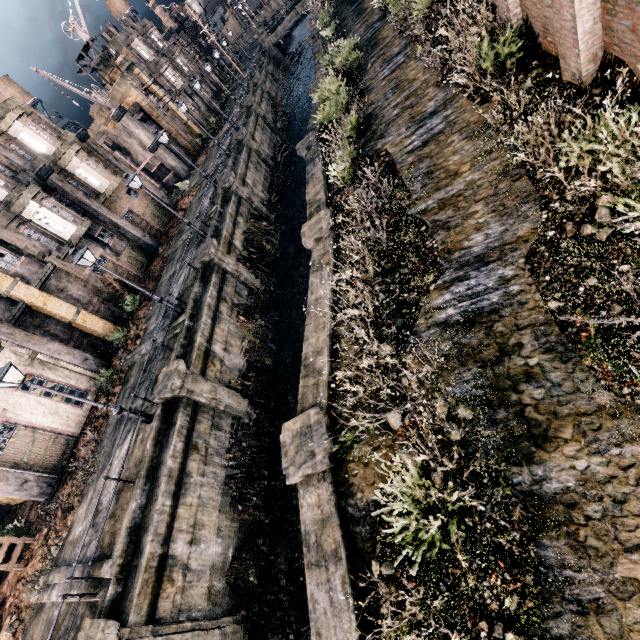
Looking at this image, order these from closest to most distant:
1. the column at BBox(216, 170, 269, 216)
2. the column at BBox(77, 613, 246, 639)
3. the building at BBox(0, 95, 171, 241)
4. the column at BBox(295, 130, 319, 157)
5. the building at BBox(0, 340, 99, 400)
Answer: the column at BBox(77, 613, 246, 639) → the building at BBox(0, 340, 99, 400) → the column at BBox(295, 130, 319, 157) → the building at BBox(0, 95, 171, 241) → the column at BBox(216, 170, 269, 216)

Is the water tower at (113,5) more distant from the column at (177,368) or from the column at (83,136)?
the column at (177,368)

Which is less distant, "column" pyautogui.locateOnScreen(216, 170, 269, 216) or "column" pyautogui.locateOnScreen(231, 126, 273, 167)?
"column" pyautogui.locateOnScreen(216, 170, 269, 216)

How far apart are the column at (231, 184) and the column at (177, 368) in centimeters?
1600cm

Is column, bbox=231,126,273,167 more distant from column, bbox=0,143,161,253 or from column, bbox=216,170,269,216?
column, bbox=0,143,161,253

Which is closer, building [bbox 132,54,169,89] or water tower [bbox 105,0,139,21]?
building [bbox 132,54,169,89]

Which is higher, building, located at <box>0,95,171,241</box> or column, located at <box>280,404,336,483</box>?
building, located at <box>0,95,171,241</box>

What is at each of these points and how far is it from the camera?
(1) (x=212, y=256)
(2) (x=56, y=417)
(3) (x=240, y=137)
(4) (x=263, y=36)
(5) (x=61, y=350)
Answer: (1) column, 19.5 meters
(2) building, 18.3 meters
(3) column, 30.7 meters
(4) column, 52.2 meters
(5) column, 19.5 meters
